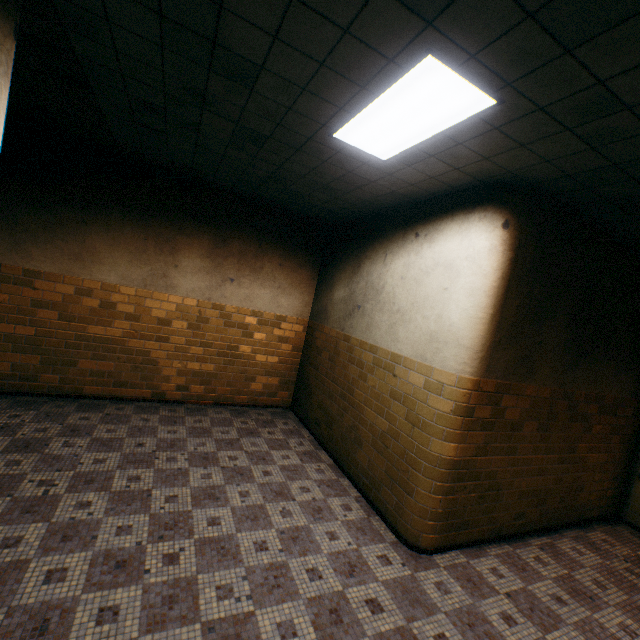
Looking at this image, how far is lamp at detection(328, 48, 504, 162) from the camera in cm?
202

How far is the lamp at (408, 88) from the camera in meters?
2.0

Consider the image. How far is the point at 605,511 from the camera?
5.1 meters
